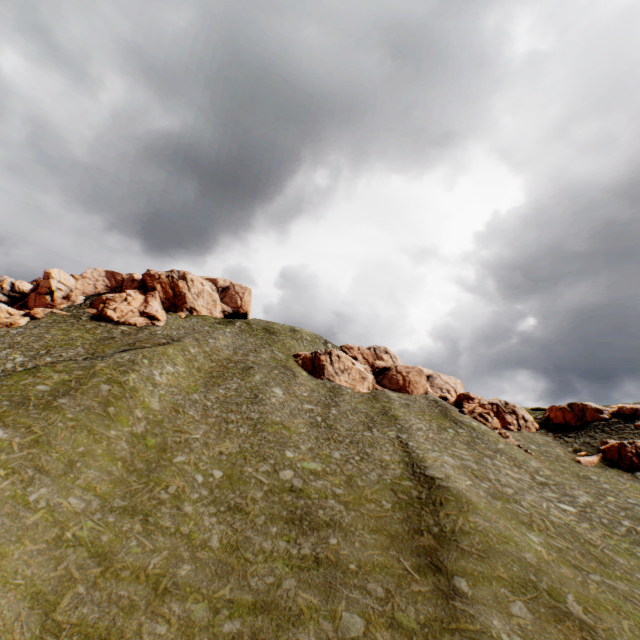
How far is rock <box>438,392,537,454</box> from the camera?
45.8m

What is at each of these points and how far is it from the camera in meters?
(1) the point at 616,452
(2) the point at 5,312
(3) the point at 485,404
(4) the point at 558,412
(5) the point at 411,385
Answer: (1) rock, 40.0
(2) rock, 57.2
(3) rock, 53.6
(4) rock, 54.3
(5) rock, 55.7

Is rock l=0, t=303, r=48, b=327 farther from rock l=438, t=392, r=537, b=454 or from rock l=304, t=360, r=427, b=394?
rock l=438, t=392, r=537, b=454

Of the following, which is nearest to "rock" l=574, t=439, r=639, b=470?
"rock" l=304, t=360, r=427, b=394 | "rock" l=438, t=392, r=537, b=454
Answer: "rock" l=438, t=392, r=537, b=454

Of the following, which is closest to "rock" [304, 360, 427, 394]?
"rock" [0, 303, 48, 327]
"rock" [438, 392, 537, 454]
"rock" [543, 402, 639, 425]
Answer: "rock" [438, 392, 537, 454]

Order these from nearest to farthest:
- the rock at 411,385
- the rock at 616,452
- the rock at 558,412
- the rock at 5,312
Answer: the rock at 616,452, the rock at 558,412, the rock at 5,312, the rock at 411,385

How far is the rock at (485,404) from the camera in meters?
45.8 m

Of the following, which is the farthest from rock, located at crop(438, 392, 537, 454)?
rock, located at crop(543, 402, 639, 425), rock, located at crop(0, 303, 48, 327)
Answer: rock, located at crop(0, 303, 48, 327)
